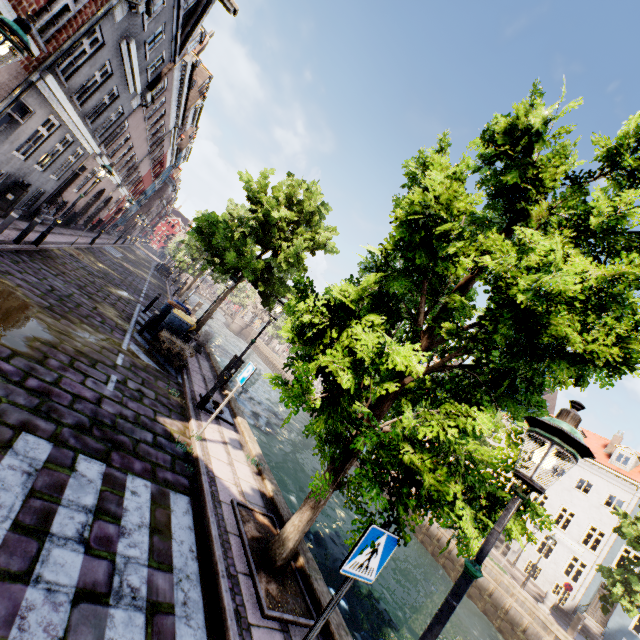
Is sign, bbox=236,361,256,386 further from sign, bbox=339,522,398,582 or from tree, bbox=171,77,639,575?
sign, bbox=339,522,398,582

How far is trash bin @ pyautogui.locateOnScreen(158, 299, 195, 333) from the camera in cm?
1146

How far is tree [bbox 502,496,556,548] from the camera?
4.4 meters

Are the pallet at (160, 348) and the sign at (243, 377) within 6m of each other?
yes

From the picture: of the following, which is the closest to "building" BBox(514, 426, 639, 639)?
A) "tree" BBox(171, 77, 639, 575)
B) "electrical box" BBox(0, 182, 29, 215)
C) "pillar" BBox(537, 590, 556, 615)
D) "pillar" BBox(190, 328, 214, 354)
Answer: "tree" BBox(171, 77, 639, 575)

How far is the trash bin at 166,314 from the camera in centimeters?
1146cm

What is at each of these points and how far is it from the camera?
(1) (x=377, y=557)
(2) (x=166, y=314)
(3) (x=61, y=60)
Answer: (1) sign, 3.0 meters
(2) trash bin, 12.5 meters
(3) building, 8.6 meters

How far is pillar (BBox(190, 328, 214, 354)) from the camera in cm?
1425
